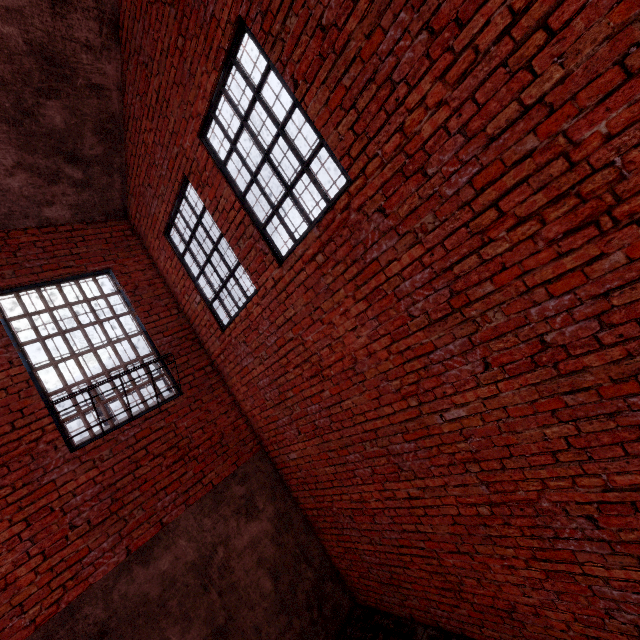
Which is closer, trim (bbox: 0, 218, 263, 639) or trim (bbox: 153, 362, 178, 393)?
trim (bbox: 0, 218, 263, 639)

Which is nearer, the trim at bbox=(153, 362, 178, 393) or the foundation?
the foundation

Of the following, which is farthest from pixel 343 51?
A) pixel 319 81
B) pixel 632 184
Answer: pixel 632 184

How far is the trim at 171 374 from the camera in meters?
5.2

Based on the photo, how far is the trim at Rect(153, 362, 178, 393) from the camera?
5.2m

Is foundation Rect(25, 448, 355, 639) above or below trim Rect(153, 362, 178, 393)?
below

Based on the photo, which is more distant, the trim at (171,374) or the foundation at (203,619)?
the trim at (171,374)
